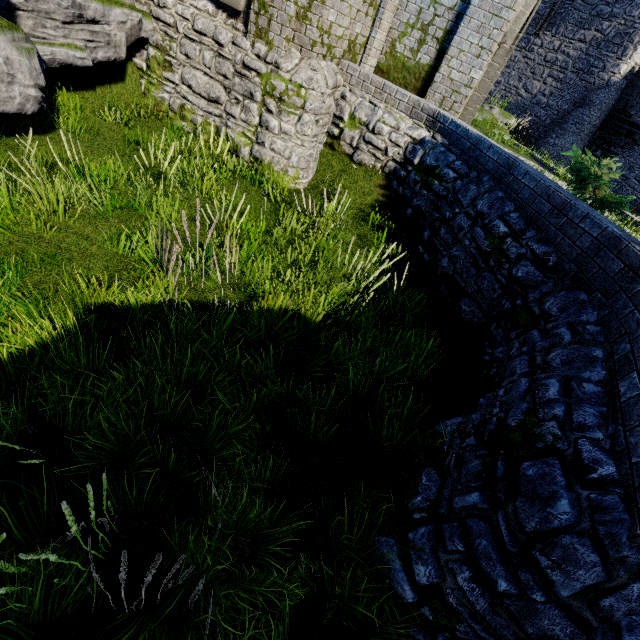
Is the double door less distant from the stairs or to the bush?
the bush

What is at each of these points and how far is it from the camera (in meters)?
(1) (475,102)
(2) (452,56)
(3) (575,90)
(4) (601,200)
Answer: (1) double door, 9.24
(2) building, 7.91
(3) building, 21.55
(4) bush, 5.34

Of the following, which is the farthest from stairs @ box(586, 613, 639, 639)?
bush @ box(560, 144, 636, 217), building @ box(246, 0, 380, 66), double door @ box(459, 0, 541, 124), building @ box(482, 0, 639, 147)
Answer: building @ box(482, 0, 639, 147)

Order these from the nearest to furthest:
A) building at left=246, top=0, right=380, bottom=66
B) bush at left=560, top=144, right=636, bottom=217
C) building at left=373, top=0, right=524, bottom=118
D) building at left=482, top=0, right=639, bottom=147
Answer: bush at left=560, top=144, right=636, bottom=217 < building at left=246, top=0, right=380, bottom=66 < building at left=373, top=0, right=524, bottom=118 < building at left=482, top=0, right=639, bottom=147

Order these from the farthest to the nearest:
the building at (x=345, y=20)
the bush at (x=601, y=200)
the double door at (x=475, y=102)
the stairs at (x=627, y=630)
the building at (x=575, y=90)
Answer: the building at (x=575, y=90) → the double door at (x=475, y=102) → the building at (x=345, y=20) → the bush at (x=601, y=200) → the stairs at (x=627, y=630)

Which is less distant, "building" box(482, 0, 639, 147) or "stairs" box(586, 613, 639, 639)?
"stairs" box(586, 613, 639, 639)

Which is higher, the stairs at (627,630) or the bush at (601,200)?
the bush at (601,200)

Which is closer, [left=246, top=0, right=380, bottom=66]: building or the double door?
[left=246, top=0, right=380, bottom=66]: building
